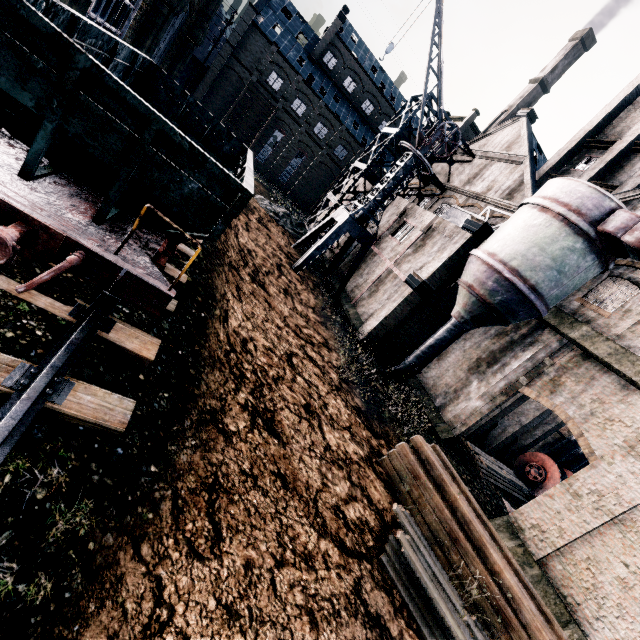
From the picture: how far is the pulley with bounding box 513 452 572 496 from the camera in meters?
21.8 m

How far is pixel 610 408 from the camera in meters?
13.8 m

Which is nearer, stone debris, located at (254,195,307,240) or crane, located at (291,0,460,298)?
crane, located at (291,0,460,298)

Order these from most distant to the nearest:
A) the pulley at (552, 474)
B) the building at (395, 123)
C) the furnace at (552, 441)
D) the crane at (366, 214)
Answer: the building at (395, 123)
the furnace at (552, 441)
the pulley at (552, 474)
the crane at (366, 214)

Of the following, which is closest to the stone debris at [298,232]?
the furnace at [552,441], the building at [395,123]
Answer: the building at [395,123]

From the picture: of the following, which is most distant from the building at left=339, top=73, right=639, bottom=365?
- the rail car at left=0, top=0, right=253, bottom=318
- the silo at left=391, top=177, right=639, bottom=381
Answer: the rail car at left=0, top=0, right=253, bottom=318

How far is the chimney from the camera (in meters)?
39.47

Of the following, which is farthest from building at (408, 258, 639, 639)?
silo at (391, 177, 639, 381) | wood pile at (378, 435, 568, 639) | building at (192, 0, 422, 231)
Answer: building at (192, 0, 422, 231)
